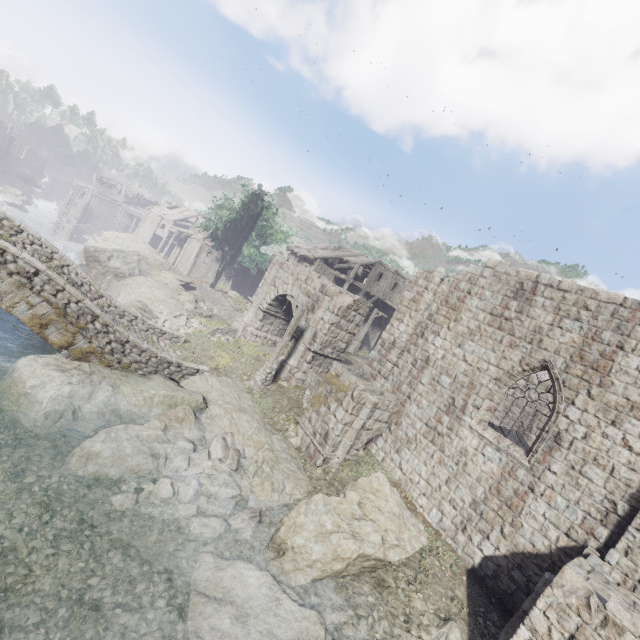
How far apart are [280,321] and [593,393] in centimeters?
1728cm

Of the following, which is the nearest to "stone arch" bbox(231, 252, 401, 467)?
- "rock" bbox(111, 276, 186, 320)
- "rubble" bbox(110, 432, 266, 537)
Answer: "rock" bbox(111, 276, 186, 320)

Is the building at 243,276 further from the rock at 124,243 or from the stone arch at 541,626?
the stone arch at 541,626

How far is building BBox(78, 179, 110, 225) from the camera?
58.03m

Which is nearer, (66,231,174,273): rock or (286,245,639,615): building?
(286,245,639,615): building

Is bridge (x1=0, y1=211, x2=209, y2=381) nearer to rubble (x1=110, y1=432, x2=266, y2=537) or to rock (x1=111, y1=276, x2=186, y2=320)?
rock (x1=111, y1=276, x2=186, y2=320)

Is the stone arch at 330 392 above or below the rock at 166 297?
above

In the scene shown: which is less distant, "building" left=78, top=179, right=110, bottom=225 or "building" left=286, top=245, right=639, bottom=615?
"building" left=286, top=245, right=639, bottom=615
